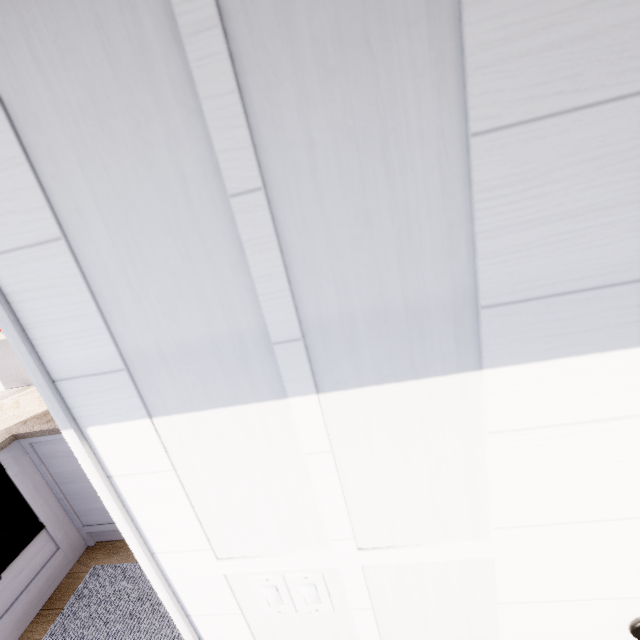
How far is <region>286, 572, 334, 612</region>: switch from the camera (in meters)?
0.69

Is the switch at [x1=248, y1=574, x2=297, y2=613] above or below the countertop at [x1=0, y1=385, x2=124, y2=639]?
above

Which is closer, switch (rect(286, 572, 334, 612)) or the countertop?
switch (rect(286, 572, 334, 612))

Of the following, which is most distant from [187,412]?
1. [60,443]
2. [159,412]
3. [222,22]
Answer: [60,443]

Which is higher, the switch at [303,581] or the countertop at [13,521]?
the switch at [303,581]

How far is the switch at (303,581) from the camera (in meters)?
0.69
